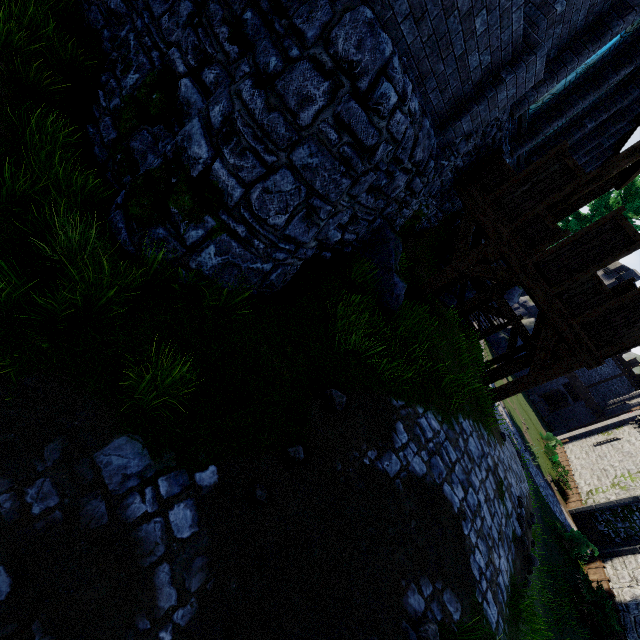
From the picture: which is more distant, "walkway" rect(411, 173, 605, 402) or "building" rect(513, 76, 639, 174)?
"building" rect(513, 76, 639, 174)

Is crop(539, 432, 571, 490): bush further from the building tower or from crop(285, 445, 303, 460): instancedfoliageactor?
crop(285, 445, 303, 460): instancedfoliageactor

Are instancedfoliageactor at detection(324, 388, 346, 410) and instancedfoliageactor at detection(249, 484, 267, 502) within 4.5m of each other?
yes

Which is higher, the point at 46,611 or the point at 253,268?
the point at 253,268

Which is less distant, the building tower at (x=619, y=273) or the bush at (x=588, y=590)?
the bush at (x=588, y=590)

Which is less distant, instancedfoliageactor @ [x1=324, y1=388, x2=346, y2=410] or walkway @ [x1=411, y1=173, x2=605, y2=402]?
instancedfoliageactor @ [x1=324, y1=388, x2=346, y2=410]

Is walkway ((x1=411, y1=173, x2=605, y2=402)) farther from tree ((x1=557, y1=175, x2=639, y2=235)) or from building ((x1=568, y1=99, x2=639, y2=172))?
tree ((x1=557, y1=175, x2=639, y2=235))

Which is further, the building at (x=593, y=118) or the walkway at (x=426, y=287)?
the building at (x=593, y=118)
